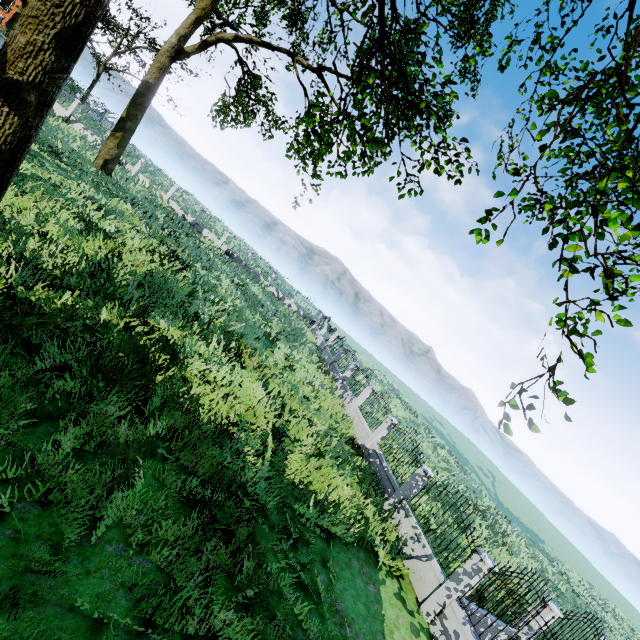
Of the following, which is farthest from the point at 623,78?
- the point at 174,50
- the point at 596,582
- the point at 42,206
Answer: the point at 596,582

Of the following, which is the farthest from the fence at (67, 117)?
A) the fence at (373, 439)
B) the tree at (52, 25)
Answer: the fence at (373, 439)

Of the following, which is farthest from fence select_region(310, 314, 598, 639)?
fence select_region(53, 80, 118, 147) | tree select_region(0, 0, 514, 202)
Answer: fence select_region(53, 80, 118, 147)

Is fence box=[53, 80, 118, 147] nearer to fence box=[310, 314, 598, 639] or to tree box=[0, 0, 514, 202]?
tree box=[0, 0, 514, 202]

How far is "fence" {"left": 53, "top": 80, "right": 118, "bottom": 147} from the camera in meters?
27.3 m

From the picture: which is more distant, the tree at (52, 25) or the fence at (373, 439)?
the fence at (373, 439)
